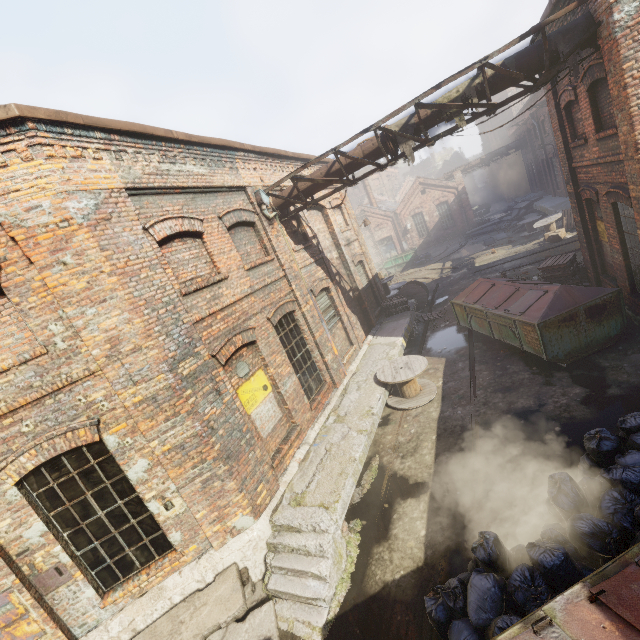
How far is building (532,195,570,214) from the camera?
20.6m

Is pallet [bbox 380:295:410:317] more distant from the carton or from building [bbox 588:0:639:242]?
the carton

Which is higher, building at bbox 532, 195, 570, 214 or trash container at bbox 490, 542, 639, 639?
trash container at bbox 490, 542, 639, 639

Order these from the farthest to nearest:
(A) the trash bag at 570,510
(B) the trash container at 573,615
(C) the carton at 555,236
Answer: (C) the carton at 555,236
(A) the trash bag at 570,510
(B) the trash container at 573,615

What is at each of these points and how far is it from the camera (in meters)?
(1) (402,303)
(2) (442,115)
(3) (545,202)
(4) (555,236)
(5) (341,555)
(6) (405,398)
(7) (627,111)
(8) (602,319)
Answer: (1) pallet, 15.24
(2) pipe, 7.36
(3) building, 24.92
(4) carton, 18.14
(5) building, 5.59
(6) spool, 9.62
(7) building, 5.77
(8) trash container, 7.92

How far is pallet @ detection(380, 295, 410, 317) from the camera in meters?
15.1

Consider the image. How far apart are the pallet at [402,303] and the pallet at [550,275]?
5.2m

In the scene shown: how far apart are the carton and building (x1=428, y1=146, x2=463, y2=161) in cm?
4763
